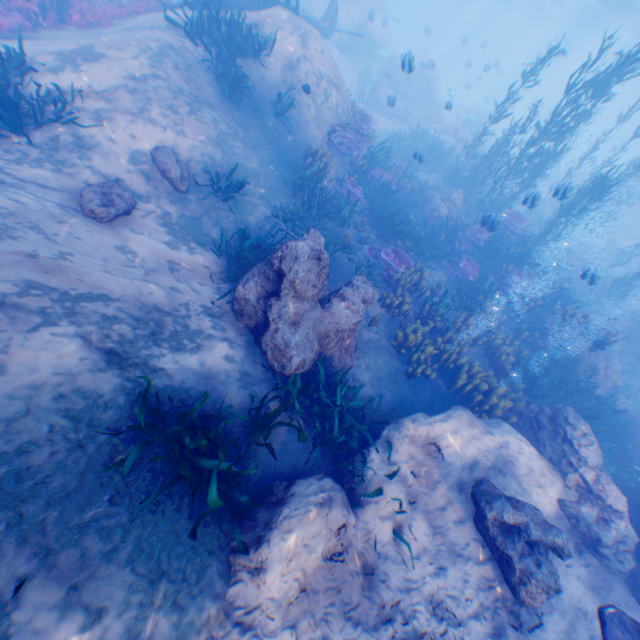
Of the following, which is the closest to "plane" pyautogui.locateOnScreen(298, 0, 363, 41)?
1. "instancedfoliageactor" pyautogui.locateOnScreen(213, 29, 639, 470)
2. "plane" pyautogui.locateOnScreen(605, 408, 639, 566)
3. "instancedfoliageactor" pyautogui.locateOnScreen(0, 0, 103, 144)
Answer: "instancedfoliageactor" pyautogui.locateOnScreen(213, 29, 639, 470)

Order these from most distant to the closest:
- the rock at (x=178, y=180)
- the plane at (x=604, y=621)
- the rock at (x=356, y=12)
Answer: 1. the rock at (x=356, y=12)
2. the rock at (x=178, y=180)
3. the plane at (x=604, y=621)

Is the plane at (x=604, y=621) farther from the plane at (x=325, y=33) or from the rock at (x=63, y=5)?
the plane at (x=325, y=33)

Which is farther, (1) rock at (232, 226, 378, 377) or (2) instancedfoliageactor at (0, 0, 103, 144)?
(2) instancedfoliageactor at (0, 0, 103, 144)

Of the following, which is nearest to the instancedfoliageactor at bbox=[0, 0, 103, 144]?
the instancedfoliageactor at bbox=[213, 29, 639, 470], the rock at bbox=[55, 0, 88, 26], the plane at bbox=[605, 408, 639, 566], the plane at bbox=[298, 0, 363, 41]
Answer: the rock at bbox=[55, 0, 88, 26]

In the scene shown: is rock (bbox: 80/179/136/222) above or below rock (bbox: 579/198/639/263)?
below

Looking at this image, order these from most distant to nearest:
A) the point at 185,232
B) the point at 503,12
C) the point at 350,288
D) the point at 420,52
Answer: the point at 503,12
the point at 420,52
the point at 185,232
the point at 350,288

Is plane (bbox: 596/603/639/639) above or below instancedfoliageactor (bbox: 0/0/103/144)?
above
